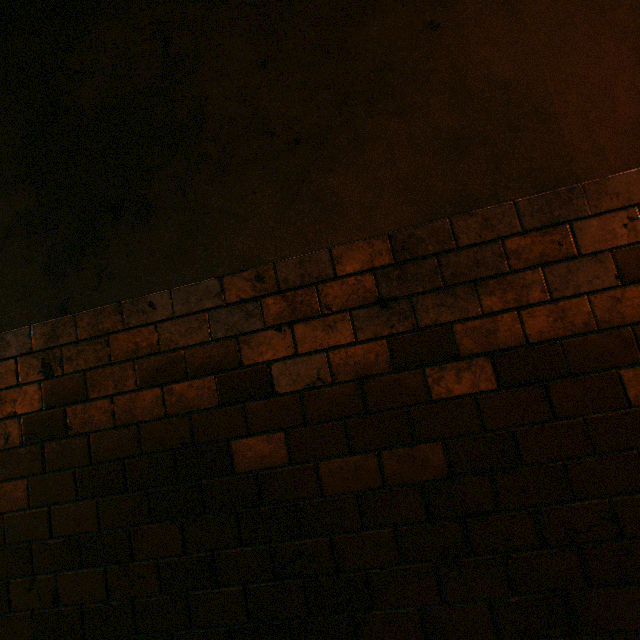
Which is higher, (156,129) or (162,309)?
(156,129)
